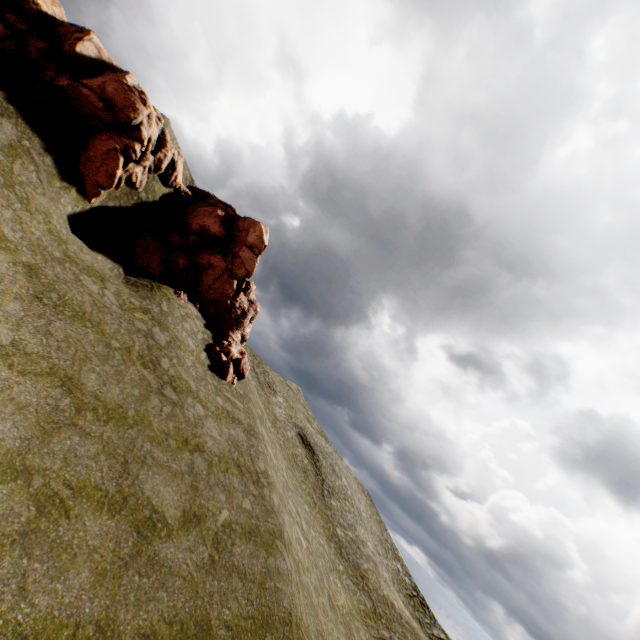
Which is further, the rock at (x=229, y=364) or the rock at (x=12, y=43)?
the rock at (x=229, y=364)

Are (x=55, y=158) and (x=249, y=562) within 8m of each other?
no

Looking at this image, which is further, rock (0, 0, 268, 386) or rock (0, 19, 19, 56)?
rock (0, 0, 268, 386)
